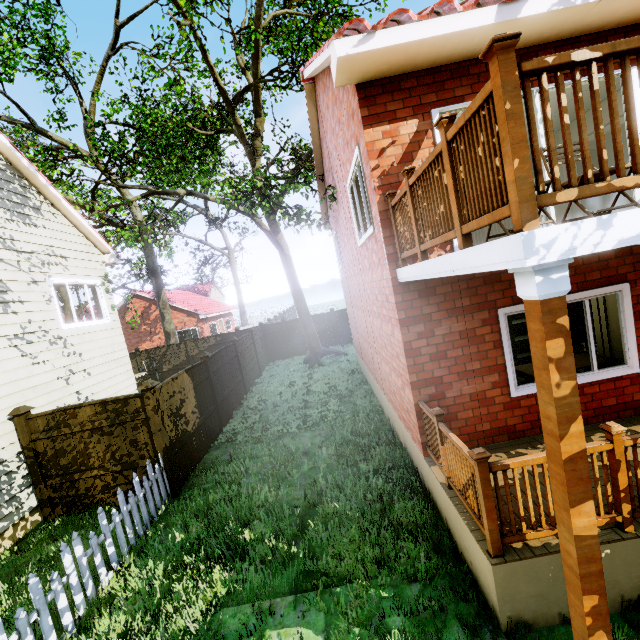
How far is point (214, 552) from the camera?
4.8m

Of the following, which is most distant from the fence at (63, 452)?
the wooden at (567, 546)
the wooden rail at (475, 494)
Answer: the wooden rail at (475, 494)

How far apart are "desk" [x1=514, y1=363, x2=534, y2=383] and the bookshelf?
1.50m

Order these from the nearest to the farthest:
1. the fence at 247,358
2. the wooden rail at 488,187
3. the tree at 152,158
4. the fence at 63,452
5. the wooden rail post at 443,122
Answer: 1. the wooden rail at 488,187
2. the wooden rail post at 443,122
3. the fence at 63,452
4. the tree at 152,158
5. the fence at 247,358

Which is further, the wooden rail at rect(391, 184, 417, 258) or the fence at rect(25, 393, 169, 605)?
the fence at rect(25, 393, 169, 605)

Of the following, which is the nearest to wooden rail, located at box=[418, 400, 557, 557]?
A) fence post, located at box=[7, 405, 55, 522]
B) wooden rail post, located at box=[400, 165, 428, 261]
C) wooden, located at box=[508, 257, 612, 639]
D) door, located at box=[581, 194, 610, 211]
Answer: wooden, located at box=[508, 257, 612, 639]

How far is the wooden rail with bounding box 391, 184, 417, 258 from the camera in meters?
4.0

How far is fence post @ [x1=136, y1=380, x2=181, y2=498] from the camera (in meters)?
6.64
